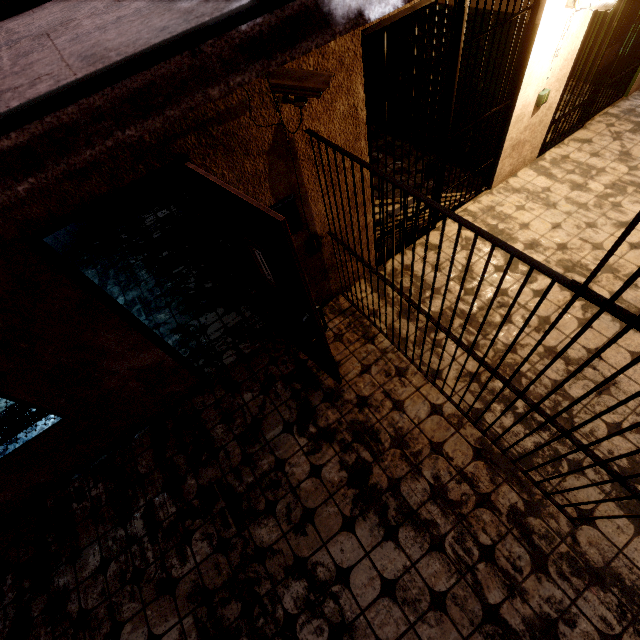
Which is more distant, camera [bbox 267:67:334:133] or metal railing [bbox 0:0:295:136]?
camera [bbox 267:67:334:133]

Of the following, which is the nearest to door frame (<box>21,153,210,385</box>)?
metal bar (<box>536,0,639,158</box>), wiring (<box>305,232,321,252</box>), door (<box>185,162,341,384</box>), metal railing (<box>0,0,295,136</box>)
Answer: door (<box>185,162,341,384</box>)

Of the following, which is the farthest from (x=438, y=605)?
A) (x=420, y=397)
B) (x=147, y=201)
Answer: (x=147, y=201)

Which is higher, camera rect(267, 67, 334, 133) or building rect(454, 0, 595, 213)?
camera rect(267, 67, 334, 133)

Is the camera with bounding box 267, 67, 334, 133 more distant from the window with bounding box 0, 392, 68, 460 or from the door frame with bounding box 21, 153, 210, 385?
the window with bounding box 0, 392, 68, 460

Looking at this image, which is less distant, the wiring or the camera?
the camera

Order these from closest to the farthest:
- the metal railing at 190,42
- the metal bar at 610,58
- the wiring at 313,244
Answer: the metal railing at 190,42
the wiring at 313,244
the metal bar at 610,58

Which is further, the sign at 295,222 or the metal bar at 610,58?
the metal bar at 610,58
